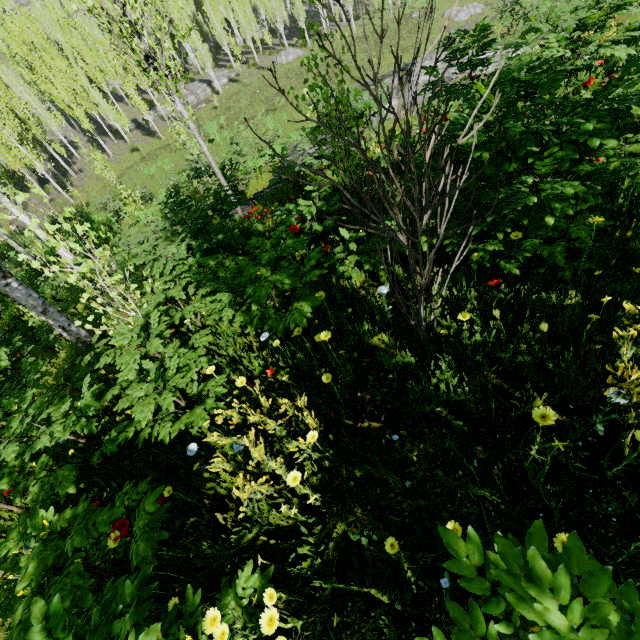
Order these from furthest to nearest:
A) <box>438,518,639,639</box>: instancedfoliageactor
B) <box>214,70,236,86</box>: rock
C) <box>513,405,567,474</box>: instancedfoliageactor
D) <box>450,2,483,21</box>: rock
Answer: <box>214,70,236,86</box>: rock → <box>450,2,483,21</box>: rock → <box>513,405,567,474</box>: instancedfoliageactor → <box>438,518,639,639</box>: instancedfoliageactor

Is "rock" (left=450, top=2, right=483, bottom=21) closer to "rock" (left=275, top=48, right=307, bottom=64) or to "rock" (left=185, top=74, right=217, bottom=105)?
"rock" (left=275, top=48, right=307, bottom=64)

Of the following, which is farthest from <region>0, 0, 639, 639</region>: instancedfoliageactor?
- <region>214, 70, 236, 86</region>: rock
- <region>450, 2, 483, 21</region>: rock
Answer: <region>450, 2, 483, 21</region>: rock

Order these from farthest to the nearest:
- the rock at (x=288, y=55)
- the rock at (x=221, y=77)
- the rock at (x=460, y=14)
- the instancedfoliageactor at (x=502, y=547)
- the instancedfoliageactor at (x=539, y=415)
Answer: the rock at (x=221, y=77) < the rock at (x=288, y=55) < the rock at (x=460, y=14) < the instancedfoliageactor at (x=539, y=415) < the instancedfoliageactor at (x=502, y=547)

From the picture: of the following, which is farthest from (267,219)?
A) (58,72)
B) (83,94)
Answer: (83,94)

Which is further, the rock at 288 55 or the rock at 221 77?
the rock at 221 77

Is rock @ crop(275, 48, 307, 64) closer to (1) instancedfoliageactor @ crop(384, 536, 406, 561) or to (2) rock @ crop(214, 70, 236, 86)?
(1) instancedfoliageactor @ crop(384, 536, 406, 561)

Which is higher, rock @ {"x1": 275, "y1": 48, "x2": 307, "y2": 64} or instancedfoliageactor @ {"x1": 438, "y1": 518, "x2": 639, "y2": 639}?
instancedfoliageactor @ {"x1": 438, "y1": 518, "x2": 639, "y2": 639}
